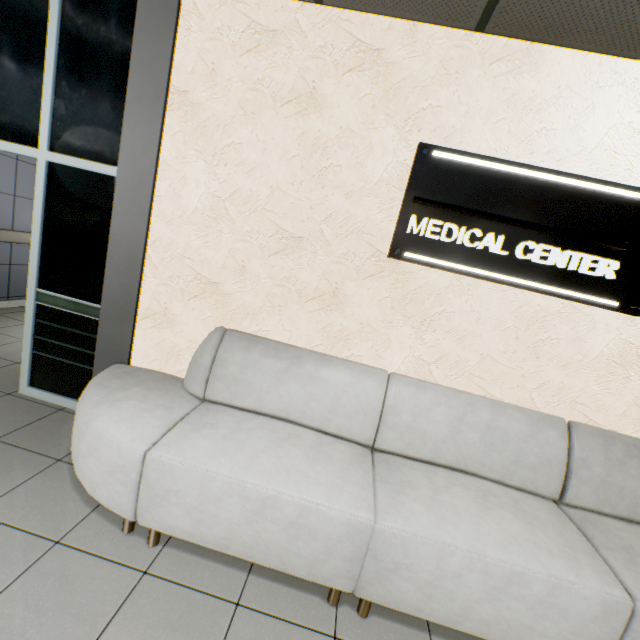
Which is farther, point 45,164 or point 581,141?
point 45,164

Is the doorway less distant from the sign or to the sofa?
the sofa

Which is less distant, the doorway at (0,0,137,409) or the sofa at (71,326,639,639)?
the sofa at (71,326,639,639)

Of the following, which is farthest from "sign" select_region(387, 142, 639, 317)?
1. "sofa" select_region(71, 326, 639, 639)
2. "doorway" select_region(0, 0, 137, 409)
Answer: "doorway" select_region(0, 0, 137, 409)

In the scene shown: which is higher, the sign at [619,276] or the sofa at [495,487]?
the sign at [619,276]

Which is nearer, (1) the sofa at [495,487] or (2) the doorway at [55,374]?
(1) the sofa at [495,487]
